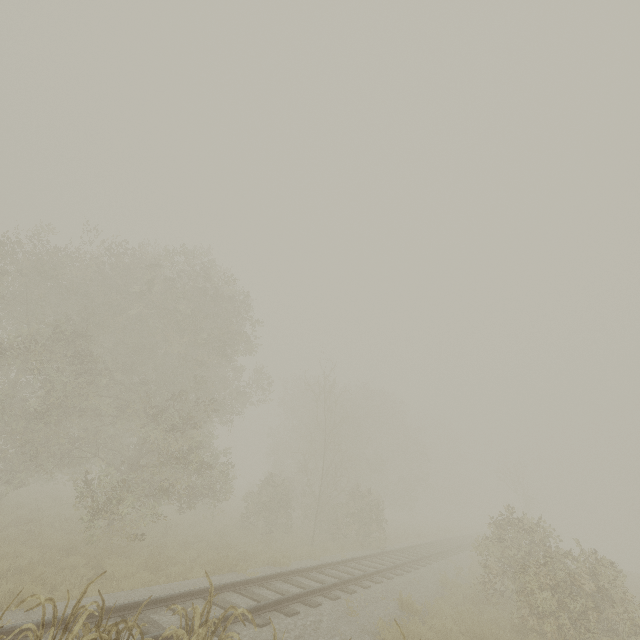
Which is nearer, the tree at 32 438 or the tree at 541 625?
the tree at 541 625

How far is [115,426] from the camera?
16.7m

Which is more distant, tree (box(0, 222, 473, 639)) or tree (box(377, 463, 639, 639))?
tree (box(0, 222, 473, 639))
